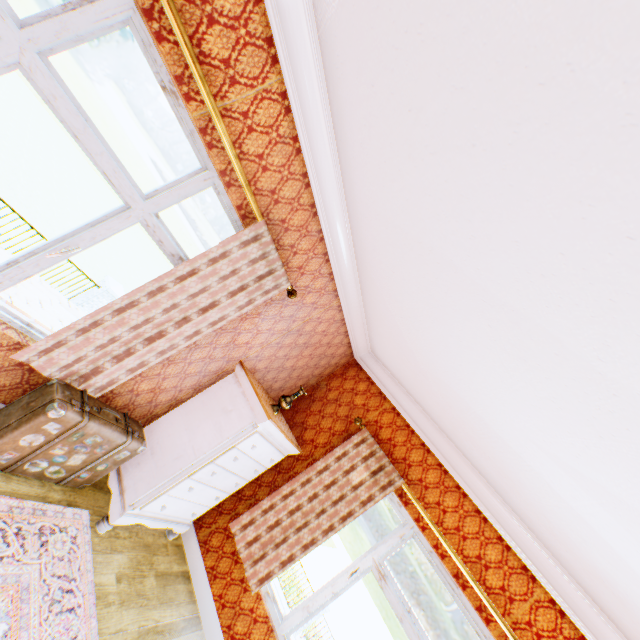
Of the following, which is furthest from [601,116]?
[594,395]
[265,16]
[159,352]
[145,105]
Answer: [145,105]

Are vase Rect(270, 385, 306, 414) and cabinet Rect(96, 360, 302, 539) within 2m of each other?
yes

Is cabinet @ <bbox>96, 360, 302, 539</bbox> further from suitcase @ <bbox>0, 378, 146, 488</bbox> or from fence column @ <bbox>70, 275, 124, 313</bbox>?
fence column @ <bbox>70, 275, 124, 313</bbox>

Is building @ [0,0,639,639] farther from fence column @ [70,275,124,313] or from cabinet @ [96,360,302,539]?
fence column @ [70,275,124,313]

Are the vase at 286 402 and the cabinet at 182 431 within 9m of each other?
yes

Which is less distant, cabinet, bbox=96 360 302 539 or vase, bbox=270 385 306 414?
cabinet, bbox=96 360 302 539

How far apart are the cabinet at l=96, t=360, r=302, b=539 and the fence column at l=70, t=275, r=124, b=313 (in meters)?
10.43

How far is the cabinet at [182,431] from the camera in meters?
2.9
